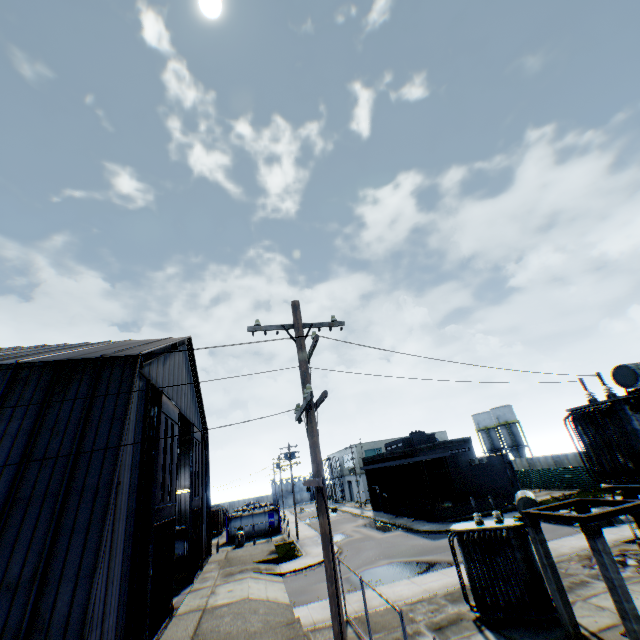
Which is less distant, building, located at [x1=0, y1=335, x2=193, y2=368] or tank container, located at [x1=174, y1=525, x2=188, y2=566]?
building, located at [x1=0, y1=335, x2=193, y2=368]

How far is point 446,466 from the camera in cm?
3412

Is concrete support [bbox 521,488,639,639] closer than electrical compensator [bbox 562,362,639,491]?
Yes

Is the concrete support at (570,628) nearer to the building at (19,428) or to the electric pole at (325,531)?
the electric pole at (325,531)

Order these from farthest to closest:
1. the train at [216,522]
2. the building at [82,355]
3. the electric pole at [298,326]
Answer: the train at [216,522]
the building at [82,355]
the electric pole at [298,326]

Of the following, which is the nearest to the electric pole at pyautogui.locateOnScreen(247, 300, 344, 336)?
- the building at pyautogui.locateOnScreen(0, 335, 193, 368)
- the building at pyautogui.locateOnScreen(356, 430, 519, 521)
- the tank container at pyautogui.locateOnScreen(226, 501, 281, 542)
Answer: the building at pyautogui.locateOnScreen(0, 335, 193, 368)

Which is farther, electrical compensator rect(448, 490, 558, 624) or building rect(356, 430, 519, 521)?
building rect(356, 430, 519, 521)

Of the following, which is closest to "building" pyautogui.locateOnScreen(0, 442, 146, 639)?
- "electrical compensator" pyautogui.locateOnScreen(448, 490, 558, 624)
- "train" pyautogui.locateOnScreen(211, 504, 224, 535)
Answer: "electrical compensator" pyautogui.locateOnScreen(448, 490, 558, 624)
